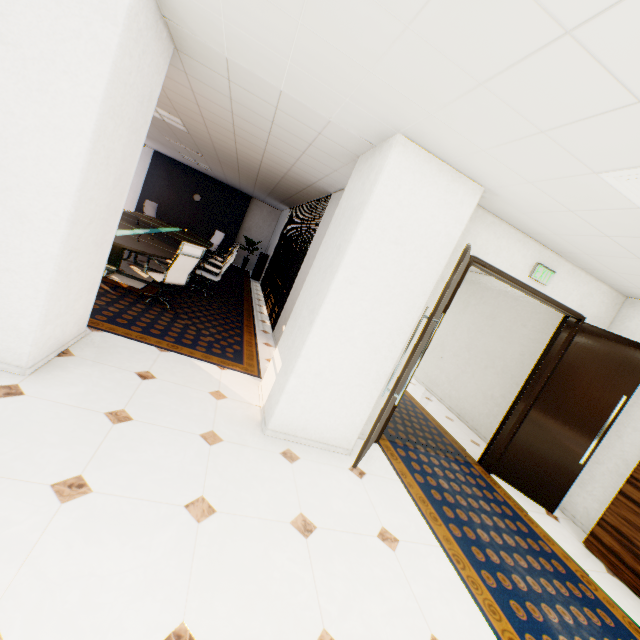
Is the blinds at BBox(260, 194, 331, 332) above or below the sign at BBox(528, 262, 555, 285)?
below

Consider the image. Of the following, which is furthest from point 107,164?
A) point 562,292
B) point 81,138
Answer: point 562,292

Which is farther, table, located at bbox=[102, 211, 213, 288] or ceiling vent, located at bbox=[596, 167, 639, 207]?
table, located at bbox=[102, 211, 213, 288]

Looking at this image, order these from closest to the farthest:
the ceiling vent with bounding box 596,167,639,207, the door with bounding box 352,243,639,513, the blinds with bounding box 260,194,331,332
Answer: the ceiling vent with bounding box 596,167,639,207
the door with bounding box 352,243,639,513
the blinds with bounding box 260,194,331,332

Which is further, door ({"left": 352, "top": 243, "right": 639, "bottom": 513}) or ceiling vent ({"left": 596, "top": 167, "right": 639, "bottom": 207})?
door ({"left": 352, "top": 243, "right": 639, "bottom": 513})

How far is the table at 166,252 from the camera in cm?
542

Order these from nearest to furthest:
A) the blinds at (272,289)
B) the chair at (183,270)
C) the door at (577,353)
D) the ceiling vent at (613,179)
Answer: the ceiling vent at (613,179) < the door at (577,353) < the chair at (183,270) < the blinds at (272,289)

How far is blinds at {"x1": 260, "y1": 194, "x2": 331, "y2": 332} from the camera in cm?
668
